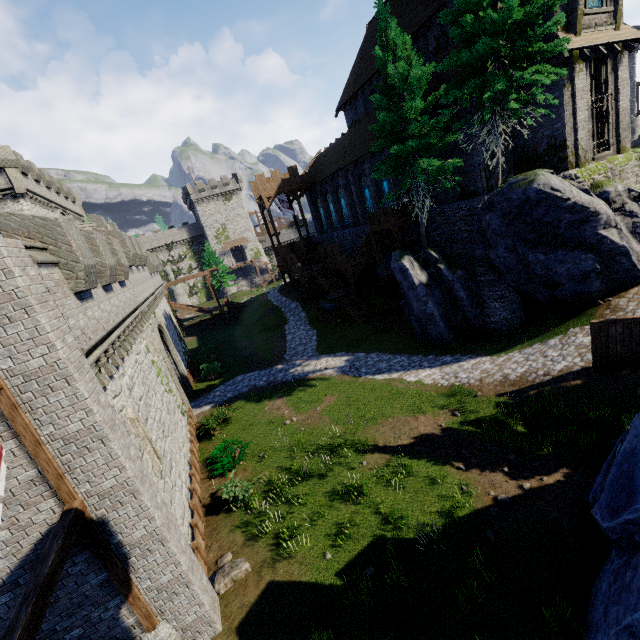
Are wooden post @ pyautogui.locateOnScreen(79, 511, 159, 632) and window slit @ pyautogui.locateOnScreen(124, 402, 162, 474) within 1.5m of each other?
no

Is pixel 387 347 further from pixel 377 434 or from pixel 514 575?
pixel 514 575

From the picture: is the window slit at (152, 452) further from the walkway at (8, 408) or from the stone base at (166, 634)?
the stone base at (166, 634)

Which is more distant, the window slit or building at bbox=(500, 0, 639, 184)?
building at bbox=(500, 0, 639, 184)

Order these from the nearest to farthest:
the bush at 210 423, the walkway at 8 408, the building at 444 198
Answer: the walkway at 8 408 → the bush at 210 423 → the building at 444 198

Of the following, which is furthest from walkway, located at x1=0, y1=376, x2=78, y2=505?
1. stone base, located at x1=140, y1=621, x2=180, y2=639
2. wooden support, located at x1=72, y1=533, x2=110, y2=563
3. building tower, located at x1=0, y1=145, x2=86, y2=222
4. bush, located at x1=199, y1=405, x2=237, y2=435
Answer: building tower, located at x1=0, y1=145, x2=86, y2=222

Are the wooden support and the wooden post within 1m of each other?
yes

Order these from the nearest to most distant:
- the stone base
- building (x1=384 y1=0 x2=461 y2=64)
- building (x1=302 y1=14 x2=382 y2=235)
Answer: the stone base → building (x1=384 y1=0 x2=461 y2=64) → building (x1=302 y1=14 x2=382 y2=235)
